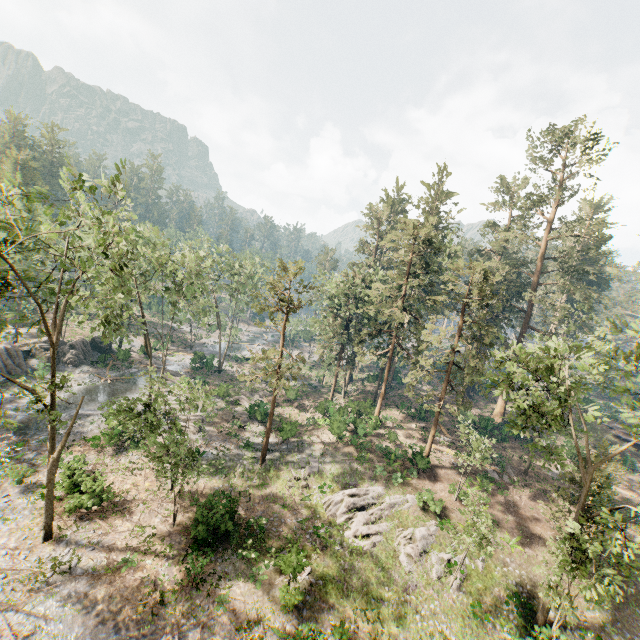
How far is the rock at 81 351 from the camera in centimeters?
4044cm

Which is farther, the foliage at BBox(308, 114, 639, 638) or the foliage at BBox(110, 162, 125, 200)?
the foliage at BBox(308, 114, 639, 638)

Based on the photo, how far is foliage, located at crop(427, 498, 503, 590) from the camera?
17.7 meters

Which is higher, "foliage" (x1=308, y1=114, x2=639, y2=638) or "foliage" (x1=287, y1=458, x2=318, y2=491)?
"foliage" (x1=308, y1=114, x2=639, y2=638)

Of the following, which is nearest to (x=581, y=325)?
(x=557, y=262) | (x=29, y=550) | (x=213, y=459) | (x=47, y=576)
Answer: (x=557, y=262)

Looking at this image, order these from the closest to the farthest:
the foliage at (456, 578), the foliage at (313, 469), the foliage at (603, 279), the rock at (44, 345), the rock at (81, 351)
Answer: the foliage at (603, 279) → the foliage at (456, 578) → the foliage at (313, 469) → the rock at (44, 345) → the rock at (81, 351)

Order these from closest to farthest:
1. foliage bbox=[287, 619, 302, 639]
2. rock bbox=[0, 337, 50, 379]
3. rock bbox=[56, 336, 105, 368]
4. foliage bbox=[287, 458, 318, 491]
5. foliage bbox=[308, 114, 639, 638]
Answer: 1. foliage bbox=[287, 619, 302, 639]
2. foliage bbox=[308, 114, 639, 638]
3. foliage bbox=[287, 458, 318, 491]
4. rock bbox=[0, 337, 50, 379]
5. rock bbox=[56, 336, 105, 368]
